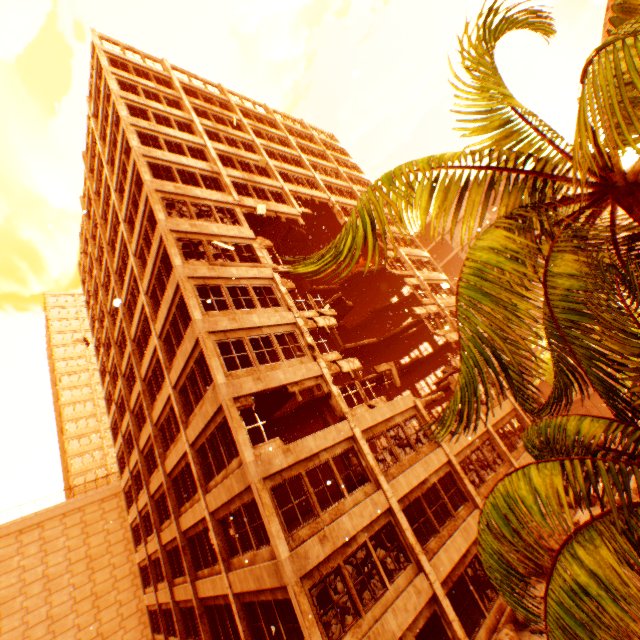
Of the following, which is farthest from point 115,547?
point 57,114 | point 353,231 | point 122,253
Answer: point 353,231

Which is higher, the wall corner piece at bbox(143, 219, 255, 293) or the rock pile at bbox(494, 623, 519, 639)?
the wall corner piece at bbox(143, 219, 255, 293)

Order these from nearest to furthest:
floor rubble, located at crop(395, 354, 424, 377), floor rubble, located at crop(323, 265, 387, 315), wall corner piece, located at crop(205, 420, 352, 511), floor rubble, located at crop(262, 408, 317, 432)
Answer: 1. wall corner piece, located at crop(205, 420, 352, 511)
2. floor rubble, located at crop(262, 408, 317, 432)
3. floor rubble, located at crop(323, 265, 387, 315)
4. floor rubble, located at crop(395, 354, 424, 377)

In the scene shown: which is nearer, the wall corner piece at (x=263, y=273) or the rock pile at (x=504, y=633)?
the rock pile at (x=504, y=633)

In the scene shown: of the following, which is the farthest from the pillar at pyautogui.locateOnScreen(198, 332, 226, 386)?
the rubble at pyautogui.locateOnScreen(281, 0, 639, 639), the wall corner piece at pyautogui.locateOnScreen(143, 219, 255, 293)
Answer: the rubble at pyautogui.locateOnScreen(281, 0, 639, 639)

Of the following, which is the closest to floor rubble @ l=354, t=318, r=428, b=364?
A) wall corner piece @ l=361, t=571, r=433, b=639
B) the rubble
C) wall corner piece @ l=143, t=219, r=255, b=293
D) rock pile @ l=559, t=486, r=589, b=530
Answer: wall corner piece @ l=143, t=219, r=255, b=293

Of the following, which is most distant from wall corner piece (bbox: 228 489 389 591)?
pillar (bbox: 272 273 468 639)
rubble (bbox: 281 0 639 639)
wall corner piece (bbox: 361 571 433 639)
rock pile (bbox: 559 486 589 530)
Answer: rock pile (bbox: 559 486 589 530)

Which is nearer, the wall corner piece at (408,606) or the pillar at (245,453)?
the wall corner piece at (408,606)
